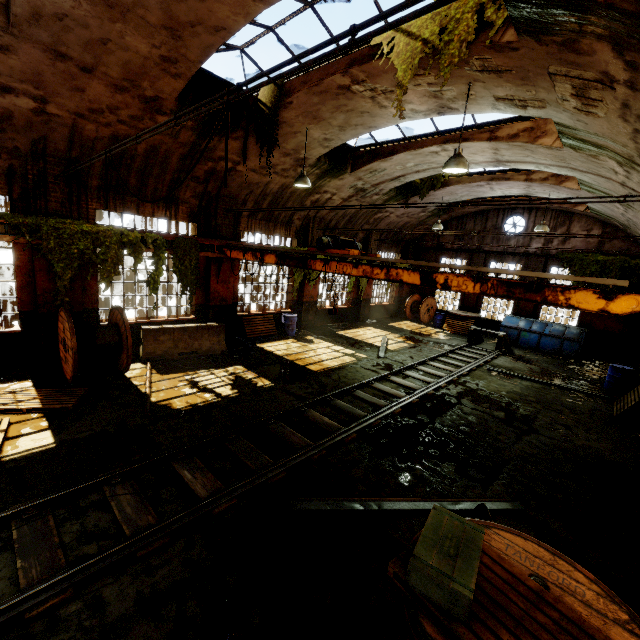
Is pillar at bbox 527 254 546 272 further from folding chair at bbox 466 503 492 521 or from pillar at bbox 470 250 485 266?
folding chair at bbox 466 503 492 521

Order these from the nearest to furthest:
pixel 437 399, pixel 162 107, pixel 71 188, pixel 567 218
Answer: pixel 162 107, pixel 71 188, pixel 437 399, pixel 567 218

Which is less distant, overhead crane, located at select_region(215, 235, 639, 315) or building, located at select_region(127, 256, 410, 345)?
overhead crane, located at select_region(215, 235, 639, 315)

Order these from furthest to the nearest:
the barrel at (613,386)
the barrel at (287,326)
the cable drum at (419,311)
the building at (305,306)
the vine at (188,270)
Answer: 1. the cable drum at (419,311)
2. the barrel at (287,326)
3. the building at (305,306)
4. the barrel at (613,386)
5. the vine at (188,270)

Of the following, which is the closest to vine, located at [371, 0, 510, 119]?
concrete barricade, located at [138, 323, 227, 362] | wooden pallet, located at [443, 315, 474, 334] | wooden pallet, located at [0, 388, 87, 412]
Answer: wooden pallet, located at [443, 315, 474, 334]

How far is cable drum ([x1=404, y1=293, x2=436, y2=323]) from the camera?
21.33m

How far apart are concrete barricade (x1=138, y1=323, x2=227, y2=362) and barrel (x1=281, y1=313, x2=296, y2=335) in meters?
3.5

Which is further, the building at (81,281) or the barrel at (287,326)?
the barrel at (287,326)
